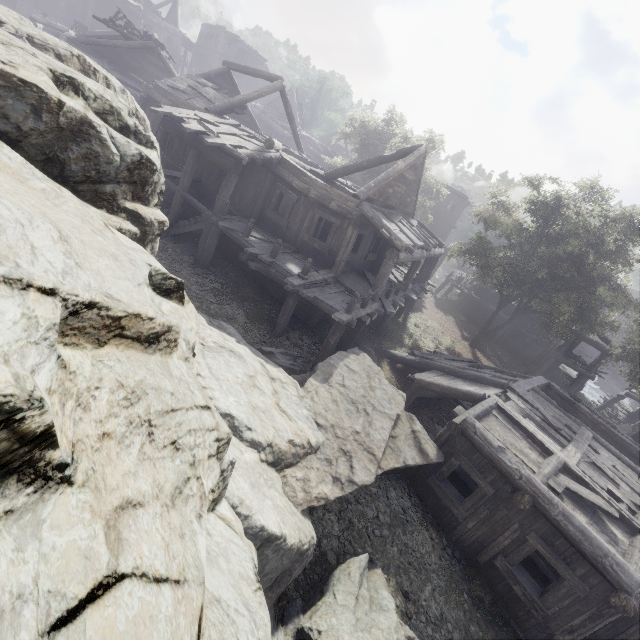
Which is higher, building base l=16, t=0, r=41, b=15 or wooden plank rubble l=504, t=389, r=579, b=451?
building base l=16, t=0, r=41, b=15

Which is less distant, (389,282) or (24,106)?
(24,106)

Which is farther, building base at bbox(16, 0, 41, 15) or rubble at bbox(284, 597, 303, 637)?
building base at bbox(16, 0, 41, 15)

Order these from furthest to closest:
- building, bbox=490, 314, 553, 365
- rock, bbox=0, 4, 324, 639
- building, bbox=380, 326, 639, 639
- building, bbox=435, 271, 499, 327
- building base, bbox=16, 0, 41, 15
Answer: building base, bbox=16, 0, 41, 15, building, bbox=435, 271, 499, 327, building, bbox=490, 314, 553, 365, building, bbox=380, 326, 639, 639, rock, bbox=0, 4, 324, 639

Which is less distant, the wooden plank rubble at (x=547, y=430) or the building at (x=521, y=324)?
the wooden plank rubble at (x=547, y=430)

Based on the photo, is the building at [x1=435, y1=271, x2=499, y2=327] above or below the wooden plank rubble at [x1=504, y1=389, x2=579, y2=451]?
below

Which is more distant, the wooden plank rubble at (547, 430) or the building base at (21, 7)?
the building base at (21, 7)

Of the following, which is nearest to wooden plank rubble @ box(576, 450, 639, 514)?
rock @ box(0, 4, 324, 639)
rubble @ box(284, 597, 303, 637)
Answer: rock @ box(0, 4, 324, 639)
